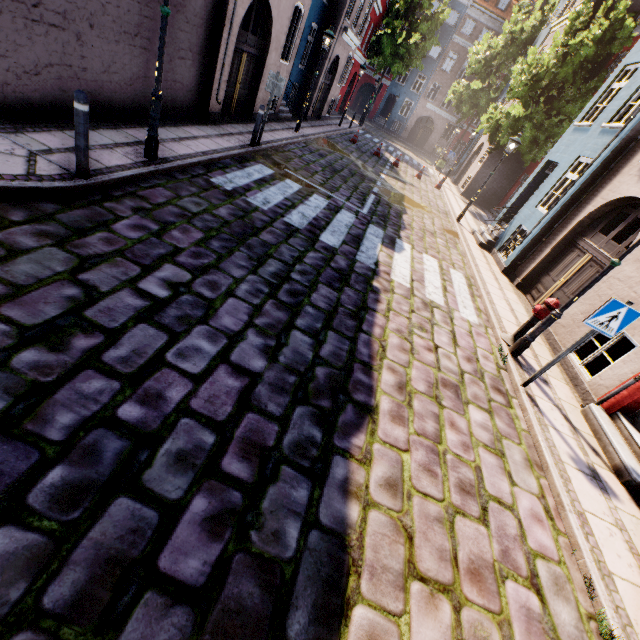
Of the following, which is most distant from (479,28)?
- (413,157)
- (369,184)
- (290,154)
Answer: (290,154)

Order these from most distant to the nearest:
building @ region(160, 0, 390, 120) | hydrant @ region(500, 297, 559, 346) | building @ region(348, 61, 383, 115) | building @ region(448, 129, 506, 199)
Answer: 1. building @ region(348, 61, 383, 115)
2. building @ region(448, 129, 506, 199)
3. building @ region(160, 0, 390, 120)
4. hydrant @ region(500, 297, 559, 346)

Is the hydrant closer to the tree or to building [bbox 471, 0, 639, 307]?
building [bbox 471, 0, 639, 307]

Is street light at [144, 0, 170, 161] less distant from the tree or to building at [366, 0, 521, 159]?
building at [366, 0, 521, 159]

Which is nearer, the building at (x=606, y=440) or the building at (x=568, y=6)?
the building at (x=606, y=440)

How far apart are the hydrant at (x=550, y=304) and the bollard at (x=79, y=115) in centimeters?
791cm

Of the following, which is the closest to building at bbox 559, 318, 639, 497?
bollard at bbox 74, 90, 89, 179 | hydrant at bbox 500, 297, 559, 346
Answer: hydrant at bbox 500, 297, 559, 346

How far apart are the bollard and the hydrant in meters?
7.9 m
